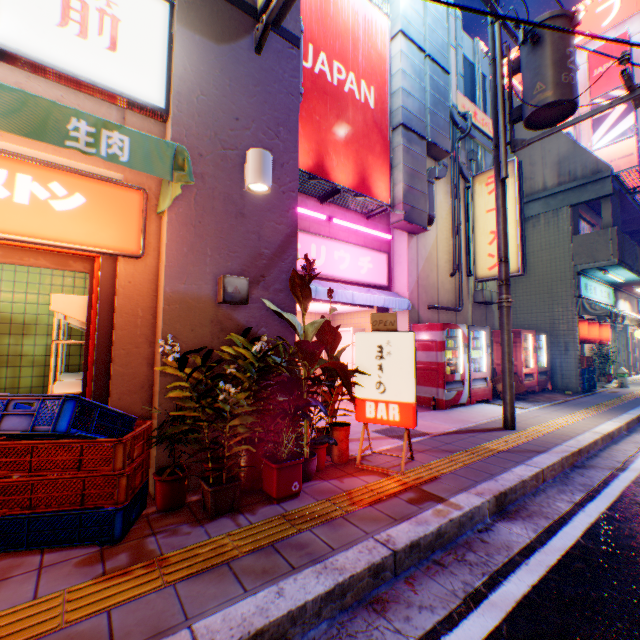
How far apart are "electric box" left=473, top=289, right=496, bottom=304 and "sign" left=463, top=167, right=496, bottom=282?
0.2 meters

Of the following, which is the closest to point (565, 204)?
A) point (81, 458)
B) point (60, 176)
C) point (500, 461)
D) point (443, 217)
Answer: point (443, 217)

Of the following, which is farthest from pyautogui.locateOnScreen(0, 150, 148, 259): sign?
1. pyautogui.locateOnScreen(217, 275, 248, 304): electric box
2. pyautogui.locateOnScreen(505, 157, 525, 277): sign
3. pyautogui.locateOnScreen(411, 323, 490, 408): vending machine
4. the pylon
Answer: the pylon

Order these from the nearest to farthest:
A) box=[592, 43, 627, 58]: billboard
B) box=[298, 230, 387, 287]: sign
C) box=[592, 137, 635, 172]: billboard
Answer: box=[298, 230, 387, 287]: sign < box=[592, 137, 635, 172]: billboard < box=[592, 43, 627, 58]: billboard

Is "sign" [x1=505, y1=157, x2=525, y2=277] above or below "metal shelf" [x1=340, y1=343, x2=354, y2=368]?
above

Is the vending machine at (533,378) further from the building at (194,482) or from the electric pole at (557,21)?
the building at (194,482)

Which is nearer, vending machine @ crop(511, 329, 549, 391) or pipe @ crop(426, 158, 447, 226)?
pipe @ crop(426, 158, 447, 226)

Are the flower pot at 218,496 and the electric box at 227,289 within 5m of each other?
yes
